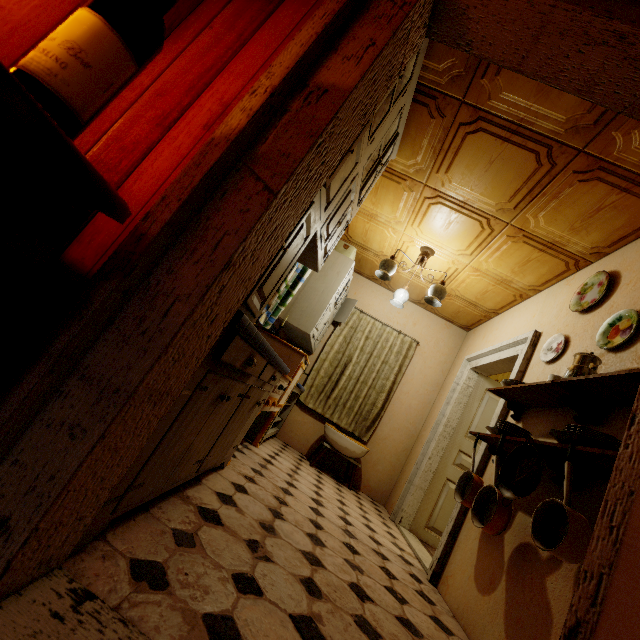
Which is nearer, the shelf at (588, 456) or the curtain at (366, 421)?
the shelf at (588, 456)

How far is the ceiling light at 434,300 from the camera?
3.45m

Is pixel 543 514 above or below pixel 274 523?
above

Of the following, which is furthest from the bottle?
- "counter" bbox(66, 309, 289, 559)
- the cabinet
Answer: "counter" bbox(66, 309, 289, 559)

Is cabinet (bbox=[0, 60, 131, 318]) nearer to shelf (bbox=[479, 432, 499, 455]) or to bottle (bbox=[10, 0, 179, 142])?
bottle (bbox=[10, 0, 179, 142])

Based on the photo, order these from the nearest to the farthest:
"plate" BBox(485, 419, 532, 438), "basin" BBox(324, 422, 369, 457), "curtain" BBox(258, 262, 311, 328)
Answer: "plate" BBox(485, 419, 532, 438), "curtain" BBox(258, 262, 311, 328), "basin" BBox(324, 422, 369, 457)

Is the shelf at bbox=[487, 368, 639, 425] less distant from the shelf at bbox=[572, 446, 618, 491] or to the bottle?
the shelf at bbox=[572, 446, 618, 491]

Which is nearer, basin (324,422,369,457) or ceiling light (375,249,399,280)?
ceiling light (375,249,399,280)
